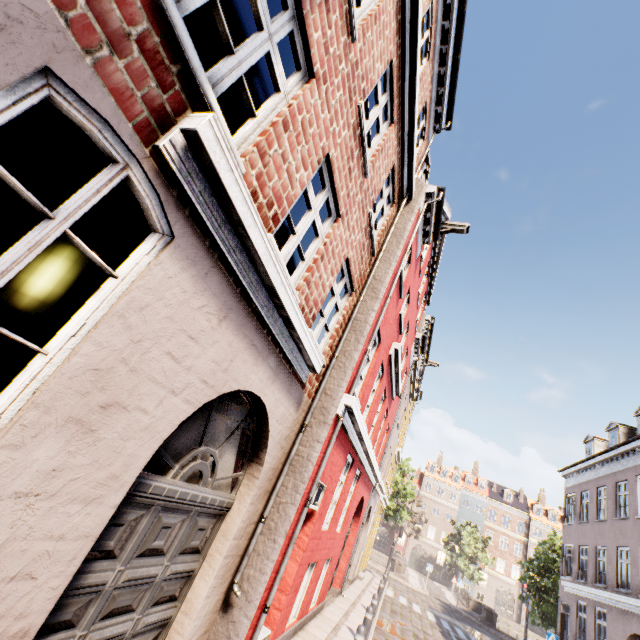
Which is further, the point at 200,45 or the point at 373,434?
the point at 373,434

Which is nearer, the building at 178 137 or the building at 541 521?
the building at 178 137

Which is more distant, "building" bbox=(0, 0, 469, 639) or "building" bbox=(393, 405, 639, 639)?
"building" bbox=(393, 405, 639, 639)
